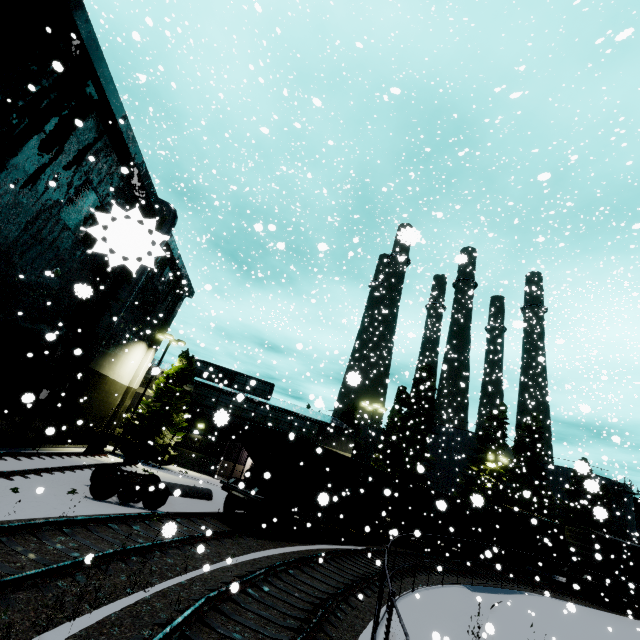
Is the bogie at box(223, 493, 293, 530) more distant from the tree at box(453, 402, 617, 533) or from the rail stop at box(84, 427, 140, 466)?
the tree at box(453, 402, 617, 533)

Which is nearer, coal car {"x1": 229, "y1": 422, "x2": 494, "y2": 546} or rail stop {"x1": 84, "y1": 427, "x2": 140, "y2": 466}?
coal car {"x1": 229, "y1": 422, "x2": 494, "y2": 546}

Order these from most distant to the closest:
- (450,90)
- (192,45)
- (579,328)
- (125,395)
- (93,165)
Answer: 1. (579,328)
2. (192,45)
3. (125,395)
4. (450,90)
5. (93,165)

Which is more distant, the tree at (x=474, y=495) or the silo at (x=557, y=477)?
the silo at (x=557, y=477)

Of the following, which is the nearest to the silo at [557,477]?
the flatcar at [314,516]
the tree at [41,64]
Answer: the tree at [41,64]

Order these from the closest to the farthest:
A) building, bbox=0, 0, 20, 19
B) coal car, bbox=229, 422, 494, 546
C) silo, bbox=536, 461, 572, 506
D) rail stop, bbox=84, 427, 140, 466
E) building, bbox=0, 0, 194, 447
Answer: building, bbox=0, 0, 20, 19 → building, bbox=0, 0, 194, 447 → coal car, bbox=229, 422, 494, 546 → rail stop, bbox=84, 427, 140, 466 → silo, bbox=536, 461, 572, 506

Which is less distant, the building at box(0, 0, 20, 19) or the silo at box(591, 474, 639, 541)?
the building at box(0, 0, 20, 19)

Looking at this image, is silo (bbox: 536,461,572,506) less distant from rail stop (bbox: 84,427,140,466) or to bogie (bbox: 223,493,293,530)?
bogie (bbox: 223,493,293,530)
